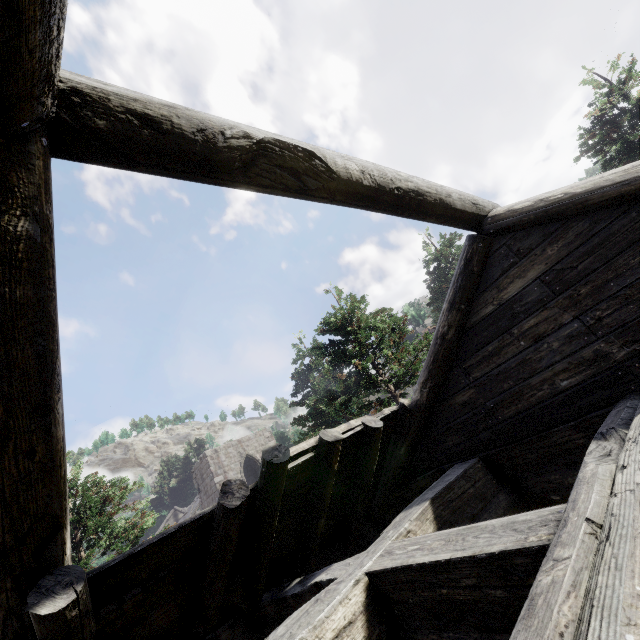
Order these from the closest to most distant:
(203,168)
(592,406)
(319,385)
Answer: (203,168)
(592,406)
(319,385)
